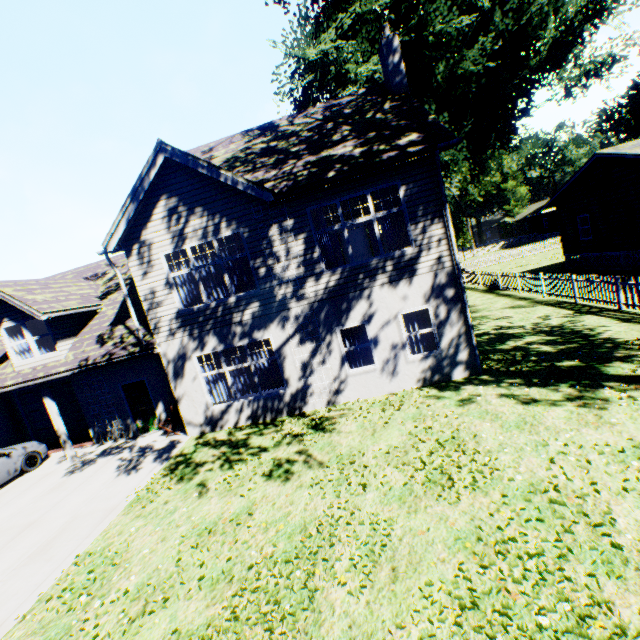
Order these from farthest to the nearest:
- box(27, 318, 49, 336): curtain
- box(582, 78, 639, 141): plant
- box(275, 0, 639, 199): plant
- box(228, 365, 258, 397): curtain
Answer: box(582, 78, 639, 141): plant → box(275, 0, 639, 199): plant → box(27, 318, 49, 336): curtain → box(228, 365, 258, 397): curtain

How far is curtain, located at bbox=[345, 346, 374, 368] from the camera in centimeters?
1063cm

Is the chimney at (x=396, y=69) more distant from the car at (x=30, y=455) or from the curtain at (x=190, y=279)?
the car at (x=30, y=455)

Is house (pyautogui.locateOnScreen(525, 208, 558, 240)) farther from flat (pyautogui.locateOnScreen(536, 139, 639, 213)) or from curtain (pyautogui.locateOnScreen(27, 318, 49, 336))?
curtain (pyautogui.locateOnScreen(27, 318, 49, 336))

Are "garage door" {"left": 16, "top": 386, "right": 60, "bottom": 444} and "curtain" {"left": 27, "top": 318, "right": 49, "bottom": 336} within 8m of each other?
yes

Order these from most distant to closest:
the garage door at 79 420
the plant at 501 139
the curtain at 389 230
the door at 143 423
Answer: the plant at 501 139
the garage door at 79 420
the door at 143 423
the curtain at 389 230

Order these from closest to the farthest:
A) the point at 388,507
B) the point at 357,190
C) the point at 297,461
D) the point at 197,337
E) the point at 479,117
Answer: the point at 388,507 < the point at 297,461 < the point at 357,190 < the point at 197,337 < the point at 479,117

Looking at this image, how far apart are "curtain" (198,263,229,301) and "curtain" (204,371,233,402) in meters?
2.2 m
